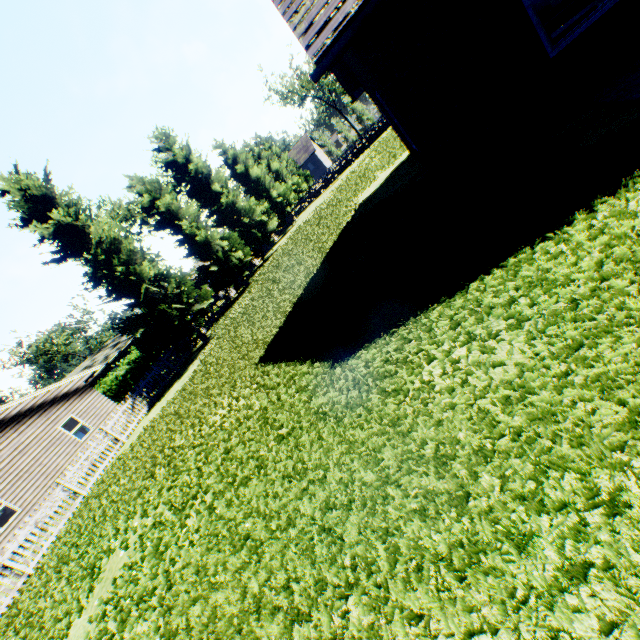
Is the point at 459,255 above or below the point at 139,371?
below

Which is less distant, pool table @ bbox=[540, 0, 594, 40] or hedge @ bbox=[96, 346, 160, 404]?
pool table @ bbox=[540, 0, 594, 40]

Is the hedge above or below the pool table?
above

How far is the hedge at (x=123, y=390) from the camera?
22.0m

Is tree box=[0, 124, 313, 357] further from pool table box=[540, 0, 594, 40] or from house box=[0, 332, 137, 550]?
pool table box=[540, 0, 594, 40]

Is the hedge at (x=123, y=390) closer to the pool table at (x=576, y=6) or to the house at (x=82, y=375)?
the house at (x=82, y=375)

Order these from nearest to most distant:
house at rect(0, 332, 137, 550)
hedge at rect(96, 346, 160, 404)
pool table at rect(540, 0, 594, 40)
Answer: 1. pool table at rect(540, 0, 594, 40)
2. house at rect(0, 332, 137, 550)
3. hedge at rect(96, 346, 160, 404)
